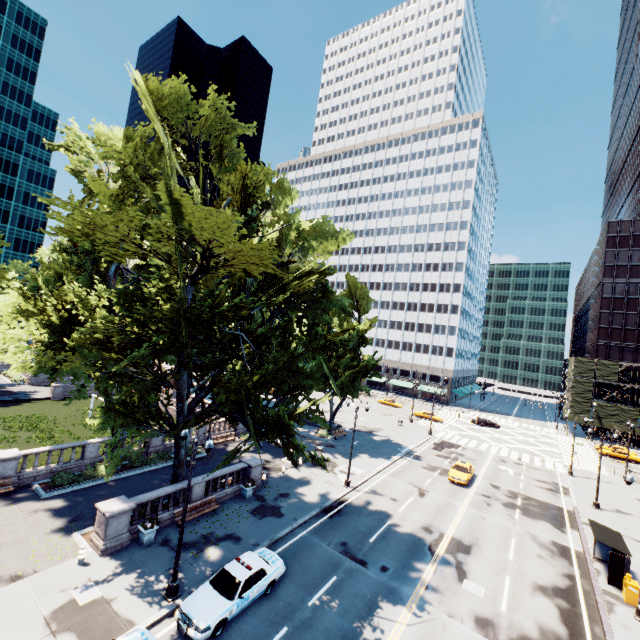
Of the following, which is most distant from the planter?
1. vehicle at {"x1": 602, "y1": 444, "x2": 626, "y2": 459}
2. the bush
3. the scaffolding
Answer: the scaffolding

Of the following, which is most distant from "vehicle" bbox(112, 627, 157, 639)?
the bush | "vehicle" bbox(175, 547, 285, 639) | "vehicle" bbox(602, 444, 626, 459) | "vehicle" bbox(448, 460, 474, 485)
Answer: "vehicle" bbox(602, 444, 626, 459)

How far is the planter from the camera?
17.3 meters

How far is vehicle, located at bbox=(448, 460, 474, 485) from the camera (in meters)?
31.52

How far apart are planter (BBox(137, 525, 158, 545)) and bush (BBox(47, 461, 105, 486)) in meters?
8.1 m

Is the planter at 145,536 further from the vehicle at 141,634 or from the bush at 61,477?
the bush at 61,477

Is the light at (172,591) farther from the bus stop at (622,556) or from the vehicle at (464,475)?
the vehicle at (464,475)

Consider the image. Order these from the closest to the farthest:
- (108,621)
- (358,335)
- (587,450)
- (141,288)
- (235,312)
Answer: (108,621) < (235,312) < (141,288) < (358,335) < (587,450)
